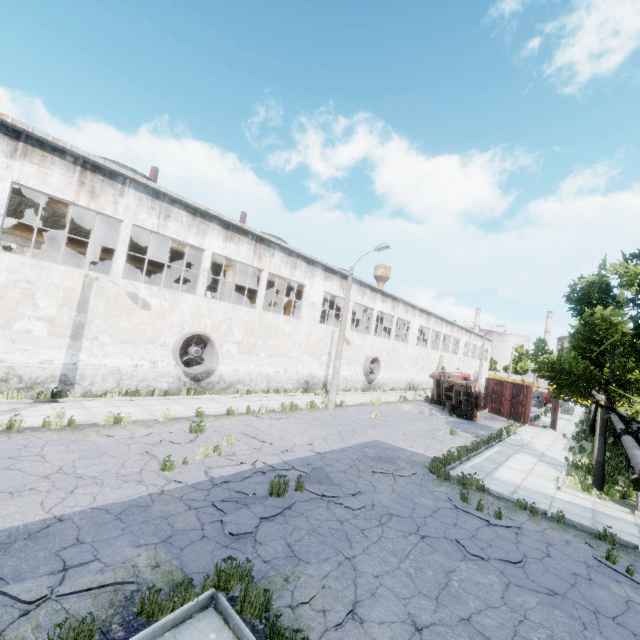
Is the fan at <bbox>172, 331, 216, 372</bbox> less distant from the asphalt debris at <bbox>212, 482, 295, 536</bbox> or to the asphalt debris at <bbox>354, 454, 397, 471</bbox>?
the asphalt debris at <bbox>212, 482, 295, 536</bbox>

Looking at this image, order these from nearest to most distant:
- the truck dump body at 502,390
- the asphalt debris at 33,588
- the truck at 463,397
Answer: the asphalt debris at 33,588
the truck at 463,397
the truck dump body at 502,390

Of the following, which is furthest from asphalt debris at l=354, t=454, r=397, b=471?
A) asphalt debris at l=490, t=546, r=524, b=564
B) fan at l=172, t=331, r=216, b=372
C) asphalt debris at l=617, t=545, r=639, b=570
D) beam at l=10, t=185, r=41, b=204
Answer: beam at l=10, t=185, r=41, b=204

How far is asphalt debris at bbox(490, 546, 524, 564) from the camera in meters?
6.6 m

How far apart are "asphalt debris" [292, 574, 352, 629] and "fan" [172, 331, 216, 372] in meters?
13.0 m

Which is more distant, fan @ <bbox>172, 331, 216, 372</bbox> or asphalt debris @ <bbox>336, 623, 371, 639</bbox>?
fan @ <bbox>172, 331, 216, 372</bbox>

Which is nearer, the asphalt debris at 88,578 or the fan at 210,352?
the asphalt debris at 88,578

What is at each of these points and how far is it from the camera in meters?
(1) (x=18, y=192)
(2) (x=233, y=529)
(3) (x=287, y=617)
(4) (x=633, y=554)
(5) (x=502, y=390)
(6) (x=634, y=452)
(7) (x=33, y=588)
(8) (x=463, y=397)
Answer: (1) beam, 14.0 m
(2) asphalt debris, 6.1 m
(3) asphalt debris, 4.5 m
(4) asphalt debris, 7.7 m
(5) truck dump body, 28.4 m
(6) pipe, 14.2 m
(7) asphalt debris, 4.3 m
(8) truck, 24.0 m
